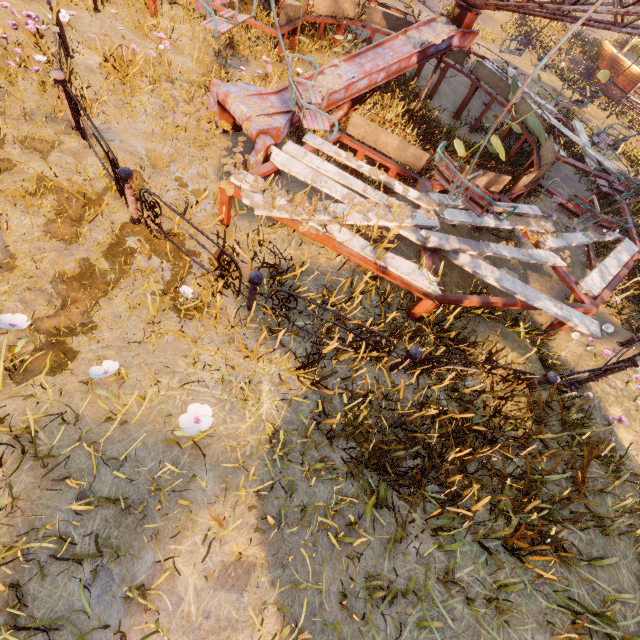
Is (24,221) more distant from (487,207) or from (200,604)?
(487,207)

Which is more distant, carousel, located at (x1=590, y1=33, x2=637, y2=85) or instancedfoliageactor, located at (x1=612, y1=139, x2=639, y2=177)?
carousel, located at (x1=590, y1=33, x2=637, y2=85)

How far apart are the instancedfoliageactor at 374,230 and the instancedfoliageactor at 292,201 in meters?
→ 0.3

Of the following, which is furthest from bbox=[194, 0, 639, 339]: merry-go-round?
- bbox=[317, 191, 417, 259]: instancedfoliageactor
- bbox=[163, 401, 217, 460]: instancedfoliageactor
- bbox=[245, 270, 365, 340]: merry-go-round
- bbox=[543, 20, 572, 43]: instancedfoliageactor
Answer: bbox=[543, 20, 572, 43]: instancedfoliageactor

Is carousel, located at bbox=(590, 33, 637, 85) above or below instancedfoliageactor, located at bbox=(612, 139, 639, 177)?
above

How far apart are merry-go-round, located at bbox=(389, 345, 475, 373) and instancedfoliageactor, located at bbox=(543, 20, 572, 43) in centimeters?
2721cm

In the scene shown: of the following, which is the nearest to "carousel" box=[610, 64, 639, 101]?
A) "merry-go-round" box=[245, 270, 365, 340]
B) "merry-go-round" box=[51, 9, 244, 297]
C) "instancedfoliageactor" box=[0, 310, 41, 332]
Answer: "merry-go-round" box=[245, 270, 365, 340]

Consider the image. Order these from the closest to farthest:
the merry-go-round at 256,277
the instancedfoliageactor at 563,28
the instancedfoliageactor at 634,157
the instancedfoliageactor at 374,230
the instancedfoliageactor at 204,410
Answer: the instancedfoliageactor at 204,410 < the merry-go-round at 256,277 < the instancedfoliageactor at 374,230 < the instancedfoliageactor at 634,157 < the instancedfoliageactor at 563,28
